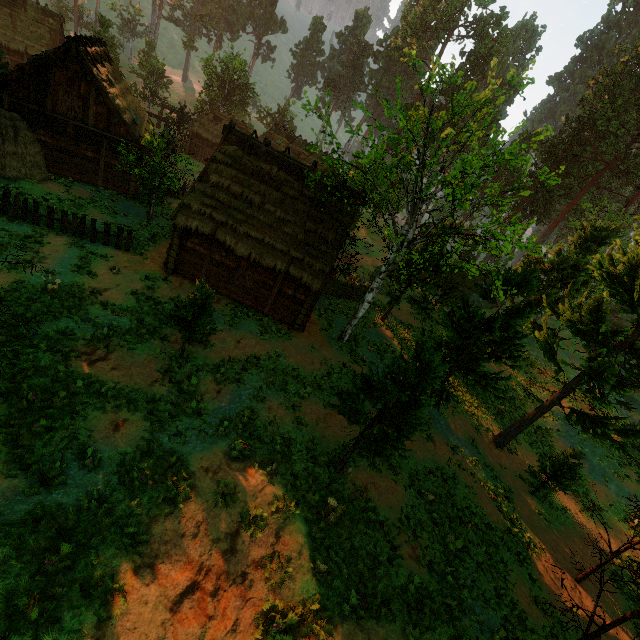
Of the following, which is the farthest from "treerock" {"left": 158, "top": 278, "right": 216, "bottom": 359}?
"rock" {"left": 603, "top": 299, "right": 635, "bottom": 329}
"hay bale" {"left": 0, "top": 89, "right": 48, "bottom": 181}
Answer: "hay bale" {"left": 0, "top": 89, "right": 48, "bottom": 181}

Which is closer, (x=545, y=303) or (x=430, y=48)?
(x=545, y=303)

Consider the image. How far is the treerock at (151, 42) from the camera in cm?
4481

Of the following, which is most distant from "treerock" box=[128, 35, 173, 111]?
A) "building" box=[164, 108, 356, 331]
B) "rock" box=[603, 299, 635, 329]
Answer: "building" box=[164, 108, 356, 331]

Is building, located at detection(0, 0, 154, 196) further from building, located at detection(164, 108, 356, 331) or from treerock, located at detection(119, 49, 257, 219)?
building, located at detection(164, 108, 356, 331)

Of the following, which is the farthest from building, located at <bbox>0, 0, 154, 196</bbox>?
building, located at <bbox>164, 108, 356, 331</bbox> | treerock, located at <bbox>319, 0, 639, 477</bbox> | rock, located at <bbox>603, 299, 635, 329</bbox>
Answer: rock, located at <bbox>603, 299, 635, 329</bbox>

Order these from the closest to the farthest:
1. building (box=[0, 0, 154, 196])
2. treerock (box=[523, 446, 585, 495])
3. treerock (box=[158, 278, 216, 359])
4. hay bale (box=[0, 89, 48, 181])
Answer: treerock (box=[158, 278, 216, 359]) → treerock (box=[523, 446, 585, 495]) → hay bale (box=[0, 89, 48, 181]) → building (box=[0, 0, 154, 196])

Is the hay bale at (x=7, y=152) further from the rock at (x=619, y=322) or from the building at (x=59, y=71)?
the rock at (x=619, y=322)
